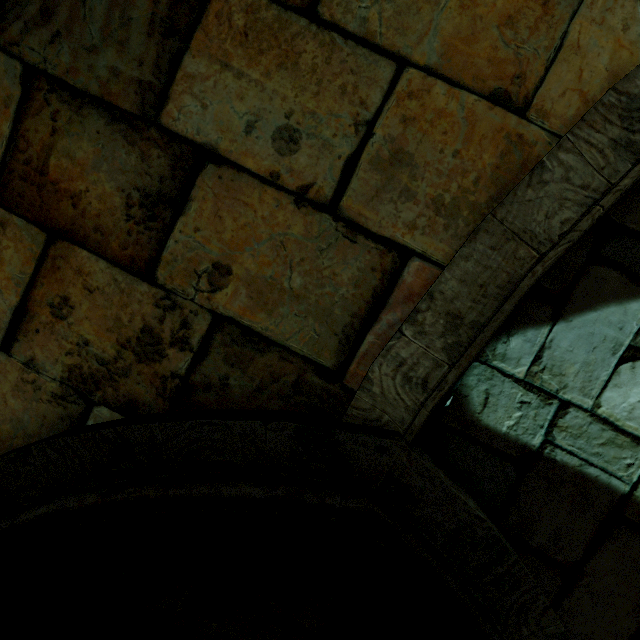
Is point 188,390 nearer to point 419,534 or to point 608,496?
point 419,534
